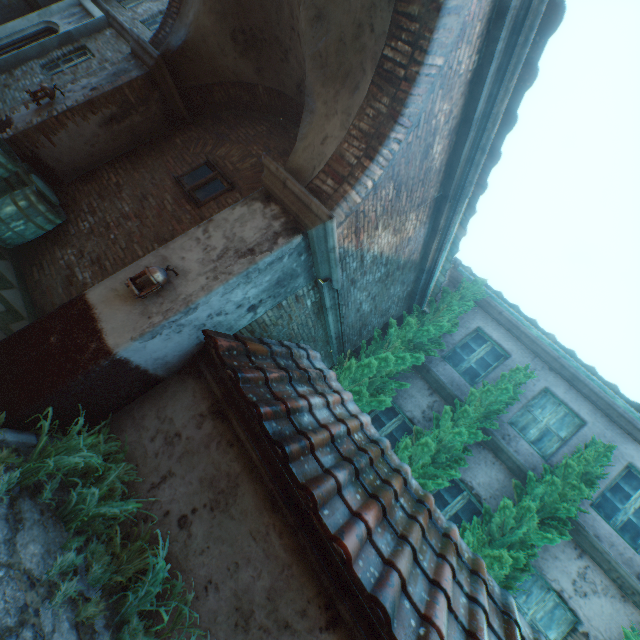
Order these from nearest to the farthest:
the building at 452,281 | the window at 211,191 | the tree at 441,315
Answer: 1. the window at 211,191
2. the tree at 441,315
3. the building at 452,281

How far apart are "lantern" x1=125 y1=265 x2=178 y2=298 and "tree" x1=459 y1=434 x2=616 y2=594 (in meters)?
6.33

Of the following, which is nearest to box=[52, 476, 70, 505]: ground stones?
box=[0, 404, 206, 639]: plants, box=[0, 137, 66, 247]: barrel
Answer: box=[0, 404, 206, 639]: plants

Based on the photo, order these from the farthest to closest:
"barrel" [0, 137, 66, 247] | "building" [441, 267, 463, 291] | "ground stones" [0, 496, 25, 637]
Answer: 1. "building" [441, 267, 463, 291]
2. "barrel" [0, 137, 66, 247]
3. "ground stones" [0, 496, 25, 637]

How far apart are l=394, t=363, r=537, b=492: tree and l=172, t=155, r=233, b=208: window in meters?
5.7 m

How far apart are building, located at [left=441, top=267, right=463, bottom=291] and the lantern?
6.98m

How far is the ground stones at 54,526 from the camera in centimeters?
265cm

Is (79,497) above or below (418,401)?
below
